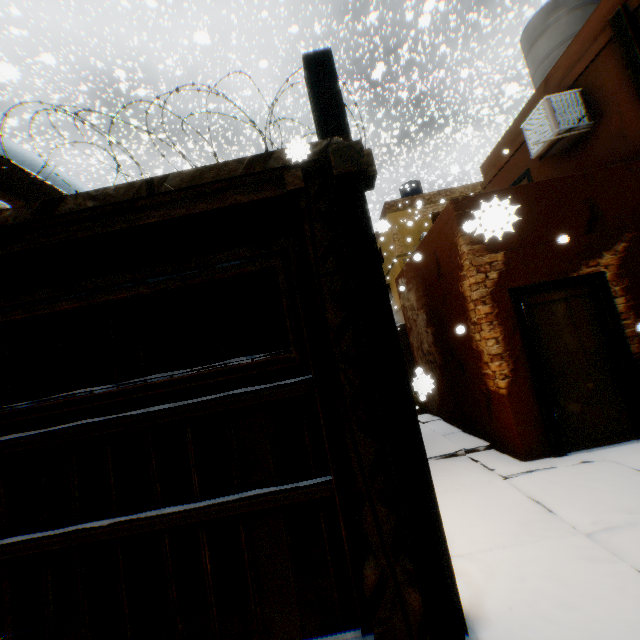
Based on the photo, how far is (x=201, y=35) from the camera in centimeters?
306cm

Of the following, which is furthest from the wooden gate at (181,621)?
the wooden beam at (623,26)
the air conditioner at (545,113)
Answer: the air conditioner at (545,113)

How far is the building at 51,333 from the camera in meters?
5.5

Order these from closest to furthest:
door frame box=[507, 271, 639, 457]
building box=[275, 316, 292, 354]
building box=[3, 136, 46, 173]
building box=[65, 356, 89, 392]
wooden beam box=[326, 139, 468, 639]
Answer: wooden beam box=[326, 139, 468, 639]
door frame box=[507, 271, 639, 457]
building box=[3, 136, 46, 173]
building box=[65, 356, 89, 392]
building box=[275, 316, 292, 354]

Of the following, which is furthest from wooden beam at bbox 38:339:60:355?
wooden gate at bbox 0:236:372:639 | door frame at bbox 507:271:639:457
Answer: door frame at bbox 507:271:639:457

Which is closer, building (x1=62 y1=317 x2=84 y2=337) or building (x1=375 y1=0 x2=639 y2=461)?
building (x1=375 y1=0 x2=639 y2=461)

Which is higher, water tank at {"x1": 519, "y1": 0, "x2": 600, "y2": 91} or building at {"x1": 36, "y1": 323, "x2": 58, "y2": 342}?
water tank at {"x1": 519, "y1": 0, "x2": 600, "y2": 91}
